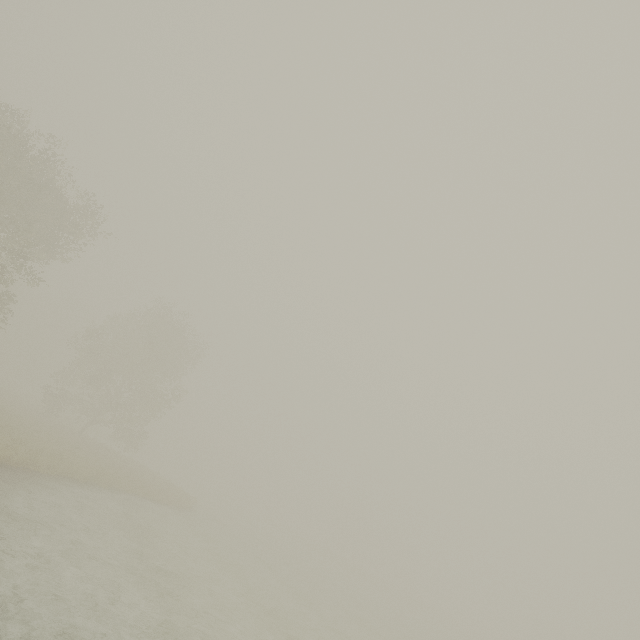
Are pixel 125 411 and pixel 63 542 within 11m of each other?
no
